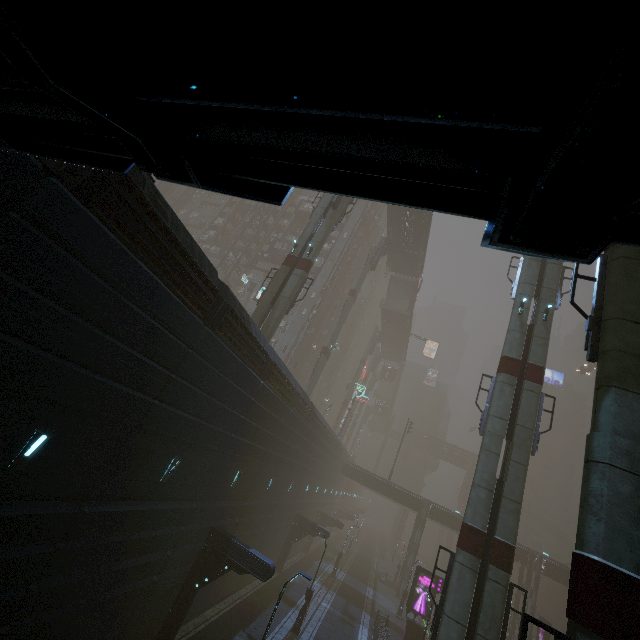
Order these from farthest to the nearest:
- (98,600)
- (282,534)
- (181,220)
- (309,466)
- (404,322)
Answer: (181,220), (404,322), (309,466), (282,534), (98,600)

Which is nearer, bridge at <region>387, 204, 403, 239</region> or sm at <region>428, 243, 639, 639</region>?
sm at <region>428, 243, 639, 639</region>

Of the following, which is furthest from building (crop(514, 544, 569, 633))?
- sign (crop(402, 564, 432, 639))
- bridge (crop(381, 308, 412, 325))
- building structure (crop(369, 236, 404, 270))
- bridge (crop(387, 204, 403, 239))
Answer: bridge (crop(381, 308, 412, 325))

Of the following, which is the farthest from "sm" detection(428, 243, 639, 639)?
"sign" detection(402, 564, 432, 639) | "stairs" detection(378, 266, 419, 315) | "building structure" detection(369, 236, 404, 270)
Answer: "sign" detection(402, 564, 432, 639)

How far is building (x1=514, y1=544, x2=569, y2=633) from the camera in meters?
38.5 m

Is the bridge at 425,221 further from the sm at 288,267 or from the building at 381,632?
the building at 381,632

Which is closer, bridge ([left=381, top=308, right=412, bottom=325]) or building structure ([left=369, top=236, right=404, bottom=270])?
building structure ([left=369, top=236, right=404, bottom=270])

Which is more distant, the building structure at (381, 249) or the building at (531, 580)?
the building structure at (381, 249)
